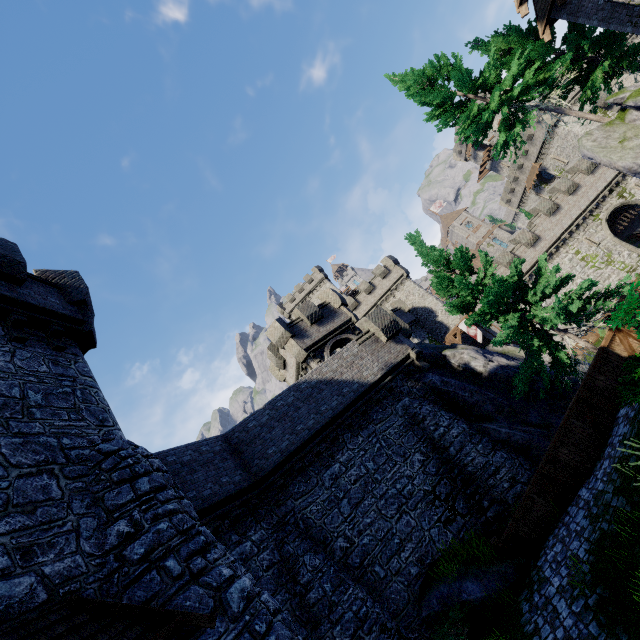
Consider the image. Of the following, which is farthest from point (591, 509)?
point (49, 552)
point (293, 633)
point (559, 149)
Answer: point (559, 149)

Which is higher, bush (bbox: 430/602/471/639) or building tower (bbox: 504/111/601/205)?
building tower (bbox: 504/111/601/205)

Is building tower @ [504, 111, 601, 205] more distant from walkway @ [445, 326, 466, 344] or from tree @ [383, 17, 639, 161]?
tree @ [383, 17, 639, 161]

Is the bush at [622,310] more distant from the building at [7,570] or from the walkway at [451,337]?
the walkway at [451,337]

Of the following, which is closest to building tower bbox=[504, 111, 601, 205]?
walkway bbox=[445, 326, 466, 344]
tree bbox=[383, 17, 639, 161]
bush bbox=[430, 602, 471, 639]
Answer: walkway bbox=[445, 326, 466, 344]

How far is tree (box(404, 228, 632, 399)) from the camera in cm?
1188

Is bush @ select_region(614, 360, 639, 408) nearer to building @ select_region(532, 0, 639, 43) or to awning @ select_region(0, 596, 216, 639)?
awning @ select_region(0, 596, 216, 639)

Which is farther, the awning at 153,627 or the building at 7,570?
the building at 7,570
